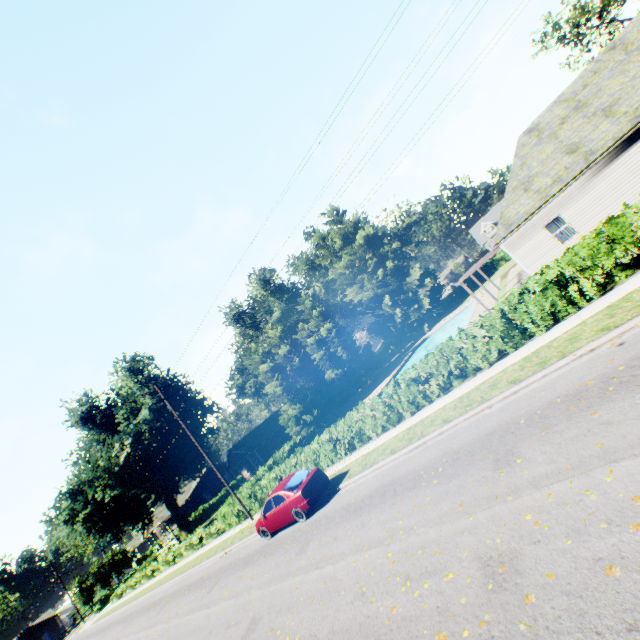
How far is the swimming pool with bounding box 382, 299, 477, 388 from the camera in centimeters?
3478cm

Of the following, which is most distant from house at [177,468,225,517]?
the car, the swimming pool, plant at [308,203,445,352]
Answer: the car

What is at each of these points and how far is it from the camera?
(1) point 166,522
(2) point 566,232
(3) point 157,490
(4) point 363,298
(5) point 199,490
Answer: (1) house, 51.2m
(2) curtain, 17.9m
(3) plant, 37.0m
(4) plant, 48.1m
(5) house, 56.9m

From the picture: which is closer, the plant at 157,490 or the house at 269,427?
the plant at 157,490

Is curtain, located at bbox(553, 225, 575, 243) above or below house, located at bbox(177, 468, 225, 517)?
below

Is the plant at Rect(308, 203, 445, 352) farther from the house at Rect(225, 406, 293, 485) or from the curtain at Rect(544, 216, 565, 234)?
the curtain at Rect(544, 216, 565, 234)

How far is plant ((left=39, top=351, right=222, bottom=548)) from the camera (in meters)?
34.59

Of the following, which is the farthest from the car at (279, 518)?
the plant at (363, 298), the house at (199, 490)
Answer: the house at (199, 490)
